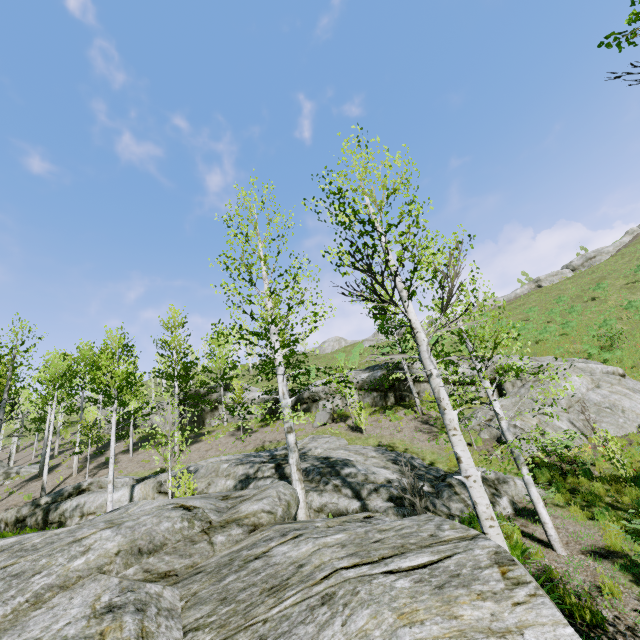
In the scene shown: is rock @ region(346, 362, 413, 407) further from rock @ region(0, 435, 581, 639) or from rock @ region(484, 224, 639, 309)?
rock @ region(484, 224, 639, 309)

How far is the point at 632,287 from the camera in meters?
29.6

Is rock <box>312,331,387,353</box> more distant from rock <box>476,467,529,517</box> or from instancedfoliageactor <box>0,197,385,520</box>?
rock <box>476,467,529,517</box>

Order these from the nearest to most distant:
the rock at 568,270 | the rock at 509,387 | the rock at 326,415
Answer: the rock at 509,387
the rock at 326,415
the rock at 568,270

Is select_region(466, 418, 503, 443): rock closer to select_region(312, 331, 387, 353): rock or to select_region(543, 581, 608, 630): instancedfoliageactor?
select_region(543, 581, 608, 630): instancedfoliageactor

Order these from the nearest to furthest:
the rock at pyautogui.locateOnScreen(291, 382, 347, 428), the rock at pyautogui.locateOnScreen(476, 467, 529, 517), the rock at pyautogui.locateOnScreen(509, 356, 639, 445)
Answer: the rock at pyautogui.locateOnScreen(476, 467, 529, 517) < the rock at pyautogui.locateOnScreen(509, 356, 639, 445) < the rock at pyautogui.locateOnScreen(291, 382, 347, 428)

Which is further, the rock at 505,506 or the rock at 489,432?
the rock at 489,432

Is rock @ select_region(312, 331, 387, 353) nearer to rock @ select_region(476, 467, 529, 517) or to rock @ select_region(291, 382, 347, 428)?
rock @ select_region(291, 382, 347, 428)
